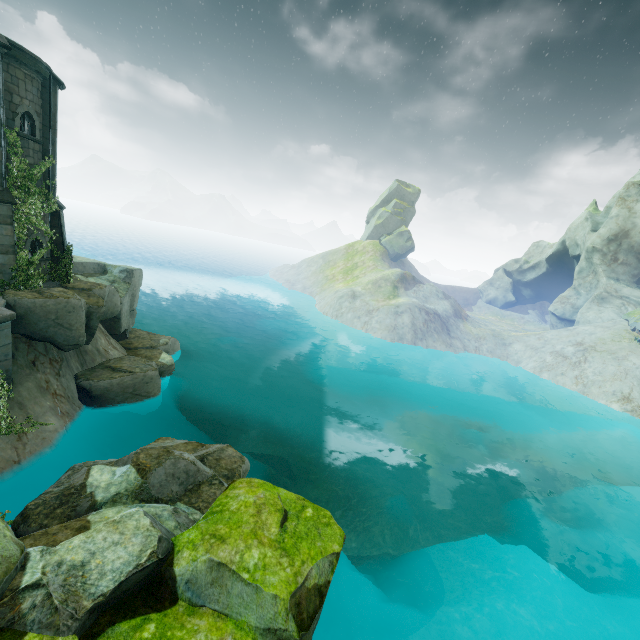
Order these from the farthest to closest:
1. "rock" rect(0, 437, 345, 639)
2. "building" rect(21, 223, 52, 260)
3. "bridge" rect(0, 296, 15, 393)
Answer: "building" rect(21, 223, 52, 260) < "bridge" rect(0, 296, 15, 393) < "rock" rect(0, 437, 345, 639)

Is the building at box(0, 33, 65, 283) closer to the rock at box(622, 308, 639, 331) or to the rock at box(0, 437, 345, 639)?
the rock at box(0, 437, 345, 639)

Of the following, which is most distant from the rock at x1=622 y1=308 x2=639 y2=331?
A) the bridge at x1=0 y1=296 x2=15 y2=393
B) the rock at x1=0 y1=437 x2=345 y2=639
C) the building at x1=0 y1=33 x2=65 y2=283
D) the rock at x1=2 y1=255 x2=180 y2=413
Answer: the building at x1=0 y1=33 x2=65 y2=283

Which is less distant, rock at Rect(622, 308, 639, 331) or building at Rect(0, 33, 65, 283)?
building at Rect(0, 33, 65, 283)

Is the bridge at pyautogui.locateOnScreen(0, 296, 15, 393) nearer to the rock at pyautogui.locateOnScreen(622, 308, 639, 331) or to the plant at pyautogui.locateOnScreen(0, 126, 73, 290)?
the plant at pyautogui.locateOnScreen(0, 126, 73, 290)

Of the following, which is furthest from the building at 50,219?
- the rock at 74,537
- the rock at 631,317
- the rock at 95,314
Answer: the rock at 631,317

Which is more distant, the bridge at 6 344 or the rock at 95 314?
the rock at 95 314

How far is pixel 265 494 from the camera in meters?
8.8 m
